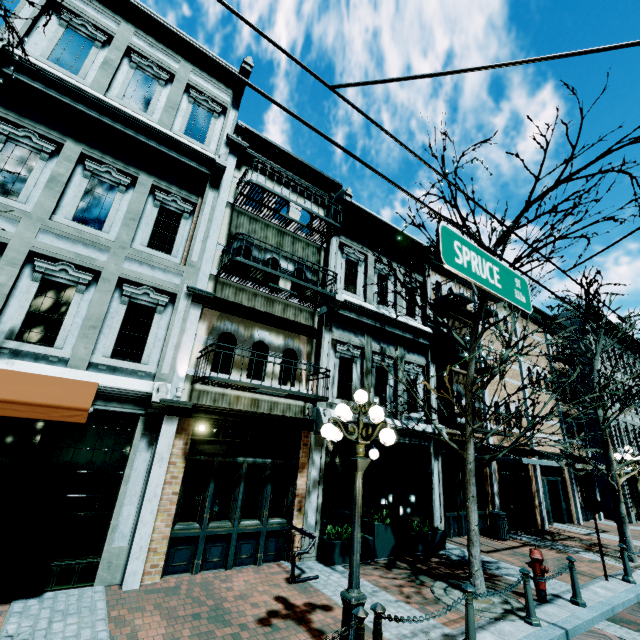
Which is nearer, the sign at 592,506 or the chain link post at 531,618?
the chain link post at 531,618

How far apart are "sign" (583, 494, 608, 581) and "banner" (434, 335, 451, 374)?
3.91m

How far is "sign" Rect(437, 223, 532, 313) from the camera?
3.06m

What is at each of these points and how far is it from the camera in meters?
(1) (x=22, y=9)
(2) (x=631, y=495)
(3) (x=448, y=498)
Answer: (1) building, 7.6
(2) building, 19.8
(3) building, 12.1

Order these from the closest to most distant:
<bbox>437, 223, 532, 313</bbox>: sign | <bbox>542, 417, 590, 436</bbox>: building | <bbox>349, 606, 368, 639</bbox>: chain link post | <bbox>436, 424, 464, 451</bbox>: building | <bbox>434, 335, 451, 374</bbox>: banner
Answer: <bbox>437, 223, 532, 313</bbox>: sign < <bbox>349, 606, 368, 639</bbox>: chain link post < <bbox>436, 424, 464, 451</bbox>: building < <bbox>434, 335, 451, 374</bbox>: banner < <bbox>542, 417, 590, 436</bbox>: building

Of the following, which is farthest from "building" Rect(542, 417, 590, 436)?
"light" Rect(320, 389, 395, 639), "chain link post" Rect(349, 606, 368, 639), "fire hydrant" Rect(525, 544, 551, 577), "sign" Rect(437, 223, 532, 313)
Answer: "sign" Rect(437, 223, 532, 313)

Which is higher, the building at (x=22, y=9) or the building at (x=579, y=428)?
the building at (x=22, y=9)

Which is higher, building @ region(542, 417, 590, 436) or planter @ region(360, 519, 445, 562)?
building @ region(542, 417, 590, 436)
